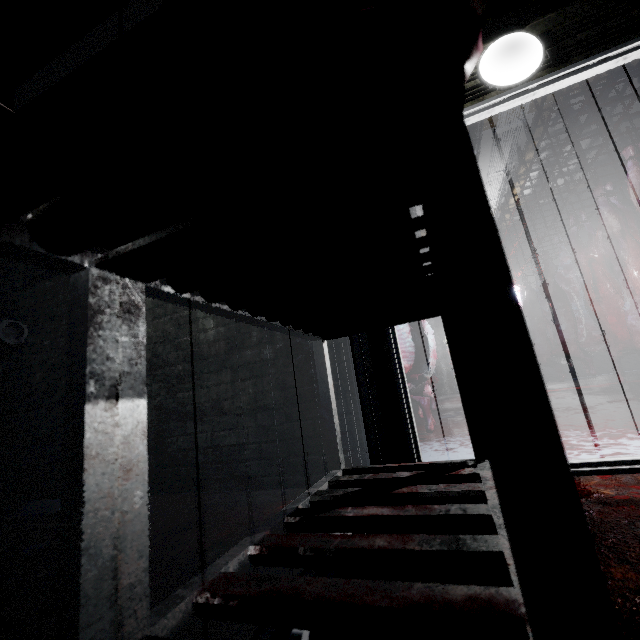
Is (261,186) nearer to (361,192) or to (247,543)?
(361,192)

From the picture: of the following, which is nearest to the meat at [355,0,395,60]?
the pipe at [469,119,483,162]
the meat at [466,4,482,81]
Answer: the meat at [466,4,482,81]

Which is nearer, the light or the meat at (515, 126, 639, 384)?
the light

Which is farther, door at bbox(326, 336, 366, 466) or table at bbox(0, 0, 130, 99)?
door at bbox(326, 336, 366, 466)

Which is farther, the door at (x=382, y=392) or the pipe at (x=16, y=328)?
the pipe at (x=16, y=328)

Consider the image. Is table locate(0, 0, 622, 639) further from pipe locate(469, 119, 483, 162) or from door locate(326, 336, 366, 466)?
pipe locate(469, 119, 483, 162)

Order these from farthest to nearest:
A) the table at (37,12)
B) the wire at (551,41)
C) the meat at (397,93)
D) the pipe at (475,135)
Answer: the pipe at (475,135), the wire at (551,41), the meat at (397,93), the table at (37,12)

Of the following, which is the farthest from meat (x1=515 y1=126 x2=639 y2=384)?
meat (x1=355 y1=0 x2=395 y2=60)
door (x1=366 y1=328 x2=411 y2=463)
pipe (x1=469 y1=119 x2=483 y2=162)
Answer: meat (x1=355 y1=0 x2=395 y2=60)
